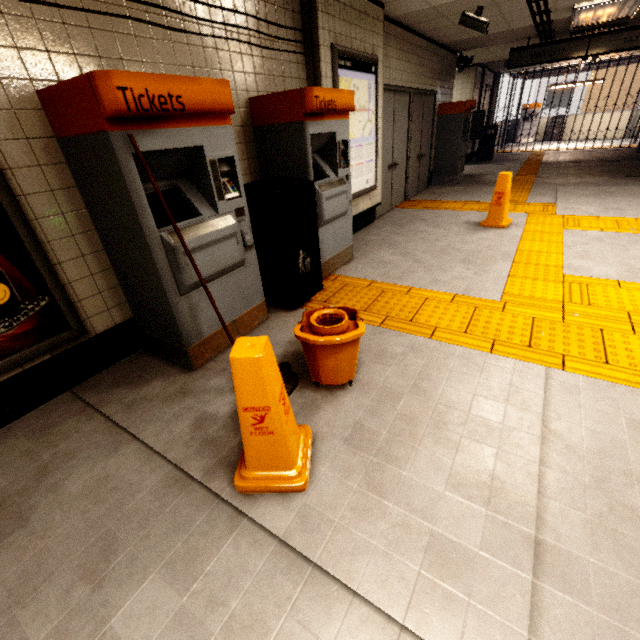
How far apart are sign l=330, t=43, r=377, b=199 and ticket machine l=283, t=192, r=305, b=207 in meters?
0.4

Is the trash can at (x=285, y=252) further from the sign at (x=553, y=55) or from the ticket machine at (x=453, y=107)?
the sign at (x=553, y=55)

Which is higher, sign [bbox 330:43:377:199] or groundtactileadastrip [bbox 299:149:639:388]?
sign [bbox 330:43:377:199]

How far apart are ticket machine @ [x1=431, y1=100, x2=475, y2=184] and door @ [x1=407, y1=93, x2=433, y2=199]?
0.45m

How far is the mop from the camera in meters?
2.2 m

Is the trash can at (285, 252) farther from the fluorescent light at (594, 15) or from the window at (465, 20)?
the fluorescent light at (594, 15)

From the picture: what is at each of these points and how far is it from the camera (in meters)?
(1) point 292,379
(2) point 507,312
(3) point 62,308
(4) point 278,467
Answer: (1) mop, 2.29
(2) groundtactileadastrip, 2.88
(3) sign, 2.17
(4) wet floor cone, 1.59

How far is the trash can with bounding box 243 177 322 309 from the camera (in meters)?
2.79
